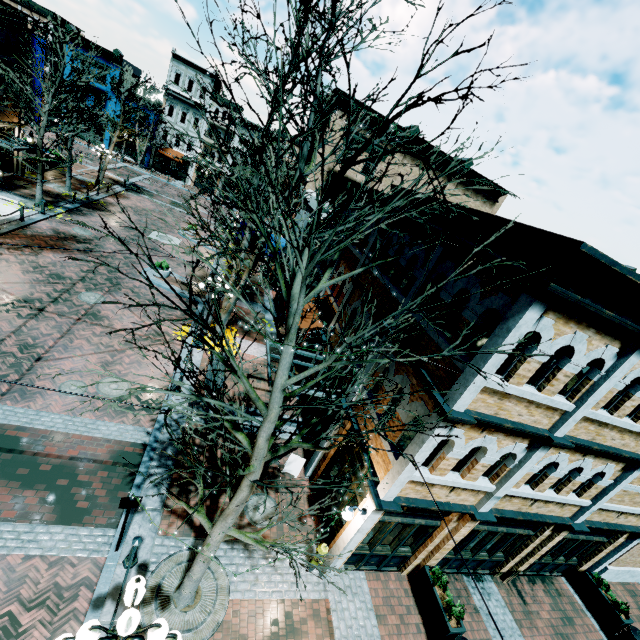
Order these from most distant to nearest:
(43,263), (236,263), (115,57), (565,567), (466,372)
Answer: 1. (115,57)
2. (43,263)
3. (236,263)
4. (565,567)
5. (466,372)

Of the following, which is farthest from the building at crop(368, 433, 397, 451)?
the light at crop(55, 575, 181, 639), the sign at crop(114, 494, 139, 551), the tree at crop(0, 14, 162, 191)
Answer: the sign at crop(114, 494, 139, 551)

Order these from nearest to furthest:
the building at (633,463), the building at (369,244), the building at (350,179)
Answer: the building at (633,463)
the building at (369,244)
the building at (350,179)

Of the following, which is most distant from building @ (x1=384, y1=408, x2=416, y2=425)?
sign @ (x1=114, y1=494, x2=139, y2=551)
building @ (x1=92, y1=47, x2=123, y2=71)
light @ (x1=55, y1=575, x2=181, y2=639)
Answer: building @ (x1=92, y1=47, x2=123, y2=71)

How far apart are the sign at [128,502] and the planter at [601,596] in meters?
15.3 m

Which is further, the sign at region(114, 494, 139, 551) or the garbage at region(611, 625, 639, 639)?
the garbage at region(611, 625, 639, 639)

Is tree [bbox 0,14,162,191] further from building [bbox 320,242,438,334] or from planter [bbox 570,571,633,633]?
planter [bbox 570,571,633,633]

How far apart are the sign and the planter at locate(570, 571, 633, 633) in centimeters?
1530cm
